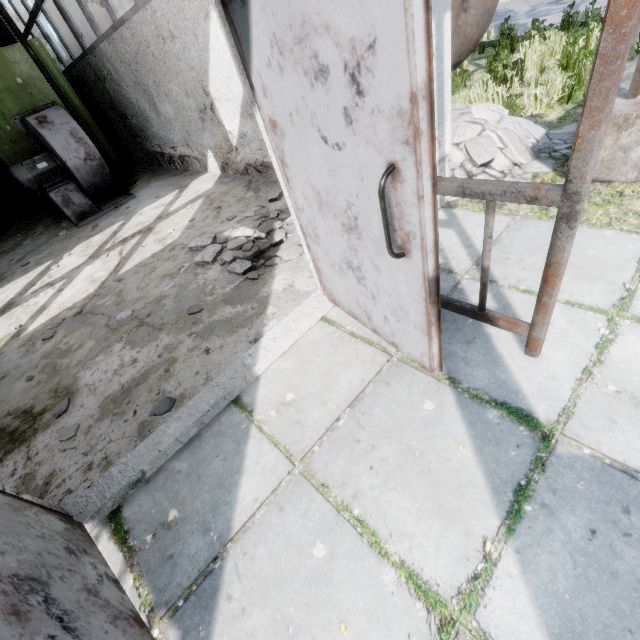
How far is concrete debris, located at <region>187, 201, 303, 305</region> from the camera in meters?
3.4 m

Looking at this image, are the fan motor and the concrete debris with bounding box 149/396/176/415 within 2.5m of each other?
no

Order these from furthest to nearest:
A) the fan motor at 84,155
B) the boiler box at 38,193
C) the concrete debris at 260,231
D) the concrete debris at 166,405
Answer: the boiler box at 38,193
the fan motor at 84,155
the concrete debris at 260,231
the concrete debris at 166,405

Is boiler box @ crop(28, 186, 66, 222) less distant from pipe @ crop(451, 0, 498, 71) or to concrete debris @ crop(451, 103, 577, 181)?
pipe @ crop(451, 0, 498, 71)

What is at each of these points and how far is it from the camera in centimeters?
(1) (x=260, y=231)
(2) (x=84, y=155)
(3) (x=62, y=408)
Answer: (1) concrete debris, 389cm
(2) fan motor, 636cm
(3) concrete debris, 274cm

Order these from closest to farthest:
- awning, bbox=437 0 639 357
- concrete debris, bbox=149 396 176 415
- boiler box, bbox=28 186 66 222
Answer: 1. awning, bbox=437 0 639 357
2. concrete debris, bbox=149 396 176 415
3. boiler box, bbox=28 186 66 222

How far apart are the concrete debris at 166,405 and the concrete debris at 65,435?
0.7m

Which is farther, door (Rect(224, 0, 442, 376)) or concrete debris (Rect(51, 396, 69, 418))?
concrete debris (Rect(51, 396, 69, 418))
